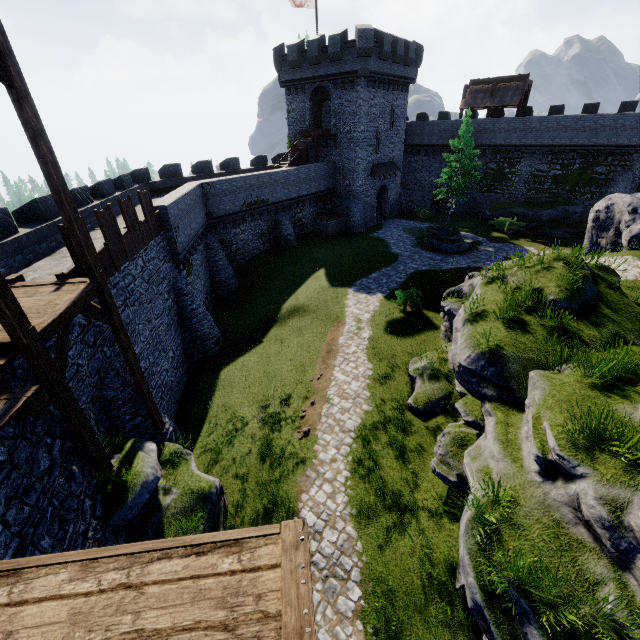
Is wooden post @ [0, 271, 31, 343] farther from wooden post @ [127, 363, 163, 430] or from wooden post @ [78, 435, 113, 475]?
wooden post @ [127, 363, 163, 430]

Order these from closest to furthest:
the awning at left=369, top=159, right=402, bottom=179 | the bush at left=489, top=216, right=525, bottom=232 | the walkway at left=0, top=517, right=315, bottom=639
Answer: the walkway at left=0, top=517, right=315, bottom=639, the bush at left=489, top=216, right=525, bottom=232, the awning at left=369, top=159, right=402, bottom=179

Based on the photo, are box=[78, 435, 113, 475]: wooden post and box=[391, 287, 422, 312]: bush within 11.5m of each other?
no

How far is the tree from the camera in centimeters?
3103cm

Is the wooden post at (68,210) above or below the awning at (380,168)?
above

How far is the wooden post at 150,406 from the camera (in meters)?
10.56

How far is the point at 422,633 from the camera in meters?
7.1

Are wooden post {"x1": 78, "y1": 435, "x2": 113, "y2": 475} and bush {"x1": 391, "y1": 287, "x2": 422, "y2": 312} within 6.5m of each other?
no
